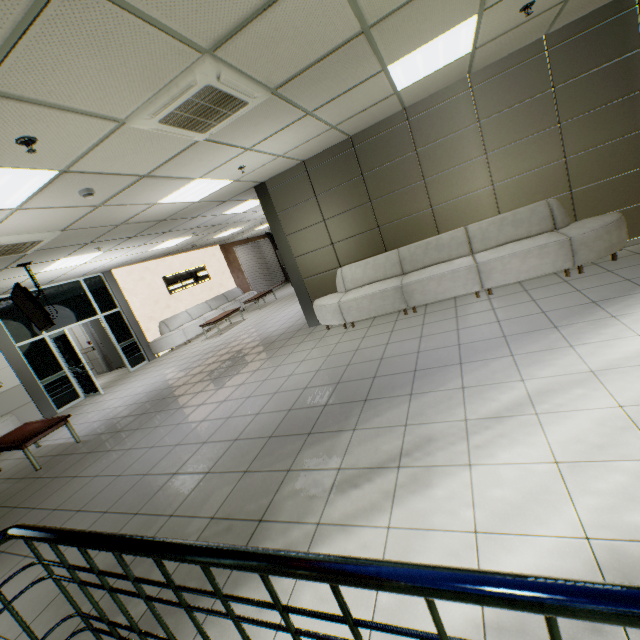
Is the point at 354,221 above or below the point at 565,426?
above

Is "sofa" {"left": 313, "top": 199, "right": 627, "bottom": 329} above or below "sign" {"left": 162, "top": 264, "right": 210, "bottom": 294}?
below

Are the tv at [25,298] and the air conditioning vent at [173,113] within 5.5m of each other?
yes

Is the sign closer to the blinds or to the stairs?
the blinds

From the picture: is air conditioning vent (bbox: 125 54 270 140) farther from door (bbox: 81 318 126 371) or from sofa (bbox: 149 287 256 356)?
door (bbox: 81 318 126 371)

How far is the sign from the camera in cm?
1252

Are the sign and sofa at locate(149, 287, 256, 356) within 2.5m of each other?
yes

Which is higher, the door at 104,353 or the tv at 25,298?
the tv at 25,298
